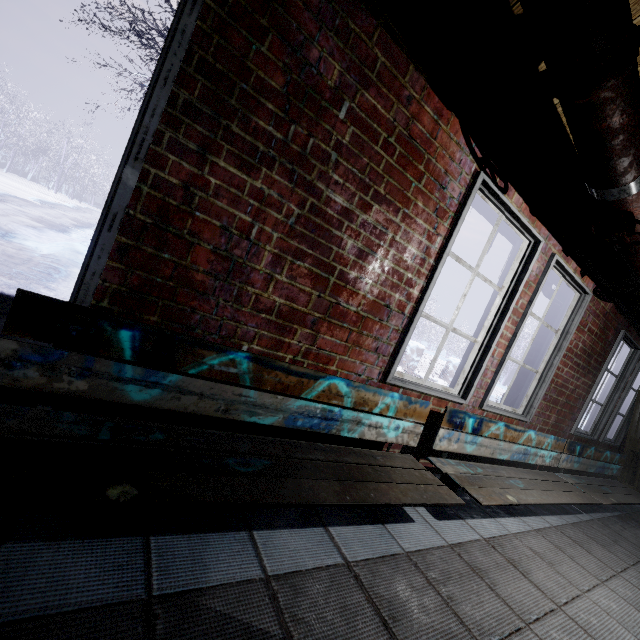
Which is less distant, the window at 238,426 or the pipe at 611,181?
the pipe at 611,181

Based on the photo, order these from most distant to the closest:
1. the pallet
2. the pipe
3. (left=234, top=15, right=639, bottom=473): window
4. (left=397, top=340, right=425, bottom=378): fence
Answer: (left=397, top=340, right=425, bottom=378): fence
the pallet
(left=234, top=15, right=639, bottom=473): window
the pipe

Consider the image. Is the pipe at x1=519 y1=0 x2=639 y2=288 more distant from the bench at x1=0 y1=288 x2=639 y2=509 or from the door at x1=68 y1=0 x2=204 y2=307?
the bench at x1=0 y1=288 x2=639 y2=509

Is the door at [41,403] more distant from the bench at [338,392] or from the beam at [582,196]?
the beam at [582,196]

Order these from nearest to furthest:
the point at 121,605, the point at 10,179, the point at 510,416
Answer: the point at 121,605, the point at 510,416, the point at 10,179

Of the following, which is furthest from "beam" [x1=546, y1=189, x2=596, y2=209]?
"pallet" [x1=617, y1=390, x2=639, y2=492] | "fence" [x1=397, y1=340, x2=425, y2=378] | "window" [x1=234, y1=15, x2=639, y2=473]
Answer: "fence" [x1=397, y1=340, x2=425, y2=378]

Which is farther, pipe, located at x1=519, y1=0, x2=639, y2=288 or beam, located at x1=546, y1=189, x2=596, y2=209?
beam, located at x1=546, y1=189, x2=596, y2=209

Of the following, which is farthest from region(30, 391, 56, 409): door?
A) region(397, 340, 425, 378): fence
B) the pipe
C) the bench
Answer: region(397, 340, 425, 378): fence
